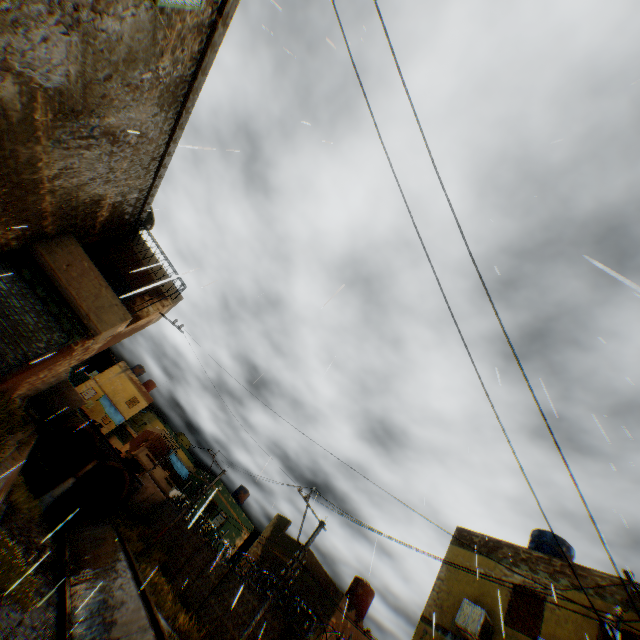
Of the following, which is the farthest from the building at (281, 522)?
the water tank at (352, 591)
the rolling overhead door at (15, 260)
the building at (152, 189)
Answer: A: the water tank at (352, 591)

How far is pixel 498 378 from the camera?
3.23m

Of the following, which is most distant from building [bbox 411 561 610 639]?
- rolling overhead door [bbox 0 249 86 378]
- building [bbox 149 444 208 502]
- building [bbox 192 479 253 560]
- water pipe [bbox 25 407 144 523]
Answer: building [bbox 149 444 208 502]

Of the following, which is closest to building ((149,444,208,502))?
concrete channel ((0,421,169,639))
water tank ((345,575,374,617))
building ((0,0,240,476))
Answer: building ((0,0,240,476))

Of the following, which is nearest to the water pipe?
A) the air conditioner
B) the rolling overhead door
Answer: the rolling overhead door

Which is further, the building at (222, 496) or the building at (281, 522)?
the building at (222, 496)

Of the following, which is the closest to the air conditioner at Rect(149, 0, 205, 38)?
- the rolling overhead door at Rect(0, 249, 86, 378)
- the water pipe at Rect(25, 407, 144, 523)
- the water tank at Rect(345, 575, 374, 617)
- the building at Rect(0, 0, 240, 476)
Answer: the building at Rect(0, 0, 240, 476)

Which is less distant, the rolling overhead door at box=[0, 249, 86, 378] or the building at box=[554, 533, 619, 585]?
the rolling overhead door at box=[0, 249, 86, 378]
